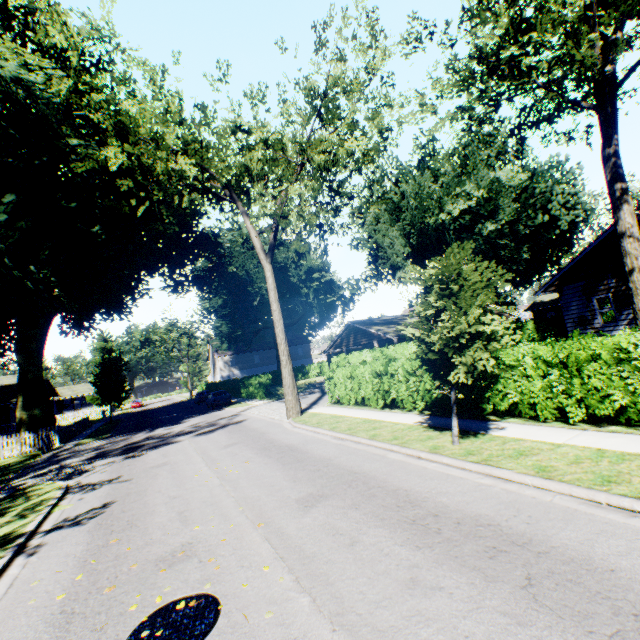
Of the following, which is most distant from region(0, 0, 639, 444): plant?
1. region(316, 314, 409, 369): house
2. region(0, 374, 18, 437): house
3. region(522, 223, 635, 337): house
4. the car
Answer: the car

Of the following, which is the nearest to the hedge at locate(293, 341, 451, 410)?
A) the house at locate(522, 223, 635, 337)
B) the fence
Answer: the house at locate(522, 223, 635, 337)

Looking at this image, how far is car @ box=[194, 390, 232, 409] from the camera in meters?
30.8 m

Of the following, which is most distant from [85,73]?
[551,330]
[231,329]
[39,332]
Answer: [231,329]

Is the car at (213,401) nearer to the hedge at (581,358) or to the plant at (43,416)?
the hedge at (581,358)

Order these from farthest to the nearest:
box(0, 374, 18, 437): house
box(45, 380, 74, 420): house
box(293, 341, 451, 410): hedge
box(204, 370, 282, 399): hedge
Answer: box(45, 380, 74, 420): house, box(0, 374, 18, 437): house, box(204, 370, 282, 399): hedge, box(293, 341, 451, 410): hedge

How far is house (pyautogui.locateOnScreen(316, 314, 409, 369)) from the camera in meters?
26.5

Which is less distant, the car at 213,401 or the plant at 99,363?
the car at 213,401
